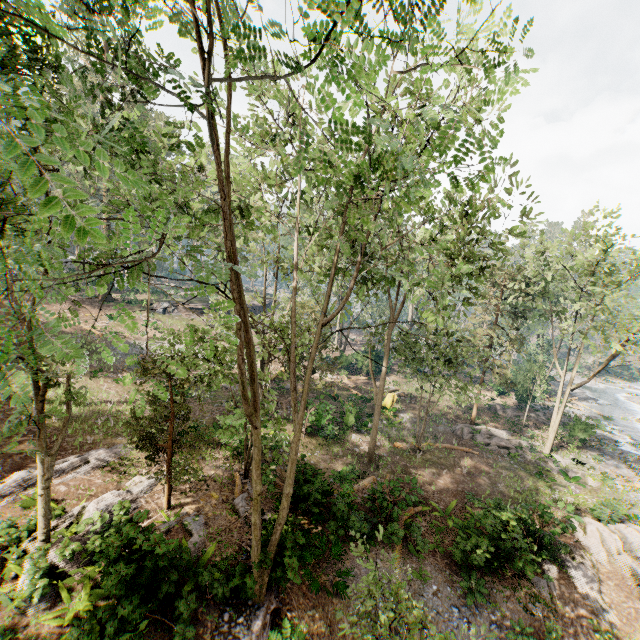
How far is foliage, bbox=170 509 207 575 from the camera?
10.4m

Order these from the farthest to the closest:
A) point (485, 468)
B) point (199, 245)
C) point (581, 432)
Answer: point (581, 432)
point (485, 468)
point (199, 245)

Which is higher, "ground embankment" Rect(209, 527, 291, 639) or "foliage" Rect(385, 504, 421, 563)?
"ground embankment" Rect(209, 527, 291, 639)

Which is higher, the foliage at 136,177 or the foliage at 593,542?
the foliage at 136,177

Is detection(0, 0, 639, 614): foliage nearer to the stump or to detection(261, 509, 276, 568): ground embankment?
detection(261, 509, 276, 568): ground embankment

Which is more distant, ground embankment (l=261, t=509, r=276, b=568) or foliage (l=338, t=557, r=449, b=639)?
ground embankment (l=261, t=509, r=276, b=568)

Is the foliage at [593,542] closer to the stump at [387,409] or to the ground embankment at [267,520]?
the ground embankment at [267,520]
